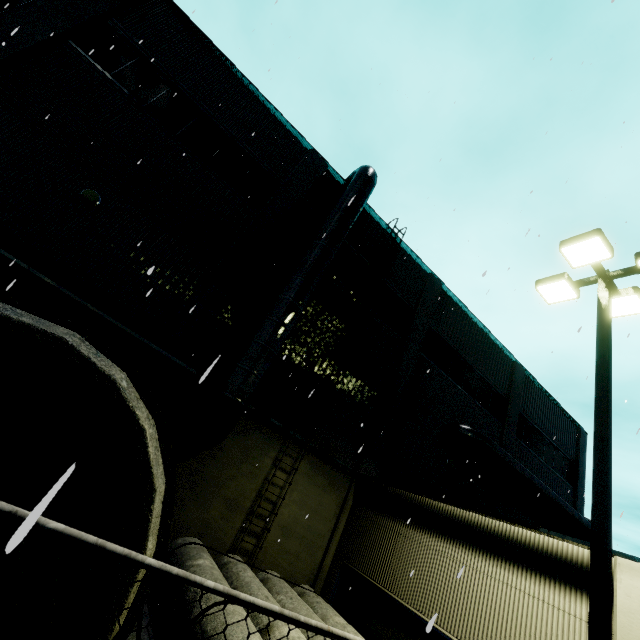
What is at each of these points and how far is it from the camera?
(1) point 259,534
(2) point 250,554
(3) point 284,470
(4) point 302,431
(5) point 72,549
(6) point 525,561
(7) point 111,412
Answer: (1) building, 9.34m
(2) building, 9.10m
(3) building, 10.12m
(4) building, 10.71m
(5) concrete pipe stack, 2.61m
(6) building, 6.52m
(7) building, 7.86m

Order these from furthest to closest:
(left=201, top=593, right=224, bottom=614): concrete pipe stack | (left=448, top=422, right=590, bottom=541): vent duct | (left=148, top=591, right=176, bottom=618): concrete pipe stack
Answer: (left=448, top=422, right=590, bottom=541): vent duct < (left=148, top=591, right=176, bottom=618): concrete pipe stack < (left=201, top=593, right=224, bottom=614): concrete pipe stack

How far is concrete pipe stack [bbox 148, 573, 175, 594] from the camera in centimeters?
158cm

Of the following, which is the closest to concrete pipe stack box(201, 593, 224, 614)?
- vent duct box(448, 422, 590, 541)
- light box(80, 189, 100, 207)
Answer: vent duct box(448, 422, 590, 541)

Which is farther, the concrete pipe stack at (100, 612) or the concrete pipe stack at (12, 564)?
the concrete pipe stack at (12, 564)

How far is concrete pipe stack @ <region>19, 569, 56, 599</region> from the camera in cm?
217

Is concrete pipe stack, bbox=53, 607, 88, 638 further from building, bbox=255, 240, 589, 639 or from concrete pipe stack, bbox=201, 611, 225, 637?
building, bbox=255, 240, 589, 639

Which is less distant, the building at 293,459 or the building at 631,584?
the building at 631,584
